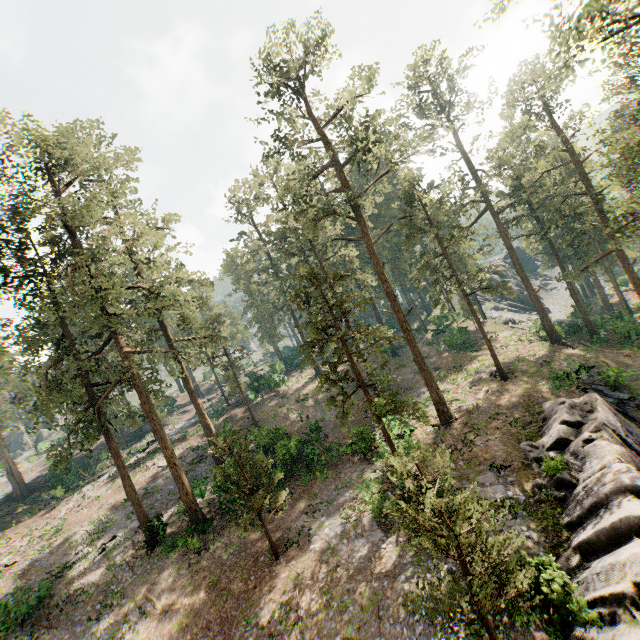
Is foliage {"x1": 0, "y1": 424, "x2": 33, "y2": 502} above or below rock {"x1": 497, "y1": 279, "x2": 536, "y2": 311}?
above

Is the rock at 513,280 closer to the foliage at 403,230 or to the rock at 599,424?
the foliage at 403,230

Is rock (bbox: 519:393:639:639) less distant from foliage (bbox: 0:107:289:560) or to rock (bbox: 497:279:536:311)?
foliage (bbox: 0:107:289:560)

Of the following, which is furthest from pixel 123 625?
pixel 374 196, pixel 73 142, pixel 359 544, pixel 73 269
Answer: pixel 374 196

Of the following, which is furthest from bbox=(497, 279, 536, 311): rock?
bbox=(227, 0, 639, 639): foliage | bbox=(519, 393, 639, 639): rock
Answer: bbox=(519, 393, 639, 639): rock

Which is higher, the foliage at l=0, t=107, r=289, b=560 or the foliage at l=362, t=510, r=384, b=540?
the foliage at l=0, t=107, r=289, b=560

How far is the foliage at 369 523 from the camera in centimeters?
1617cm
